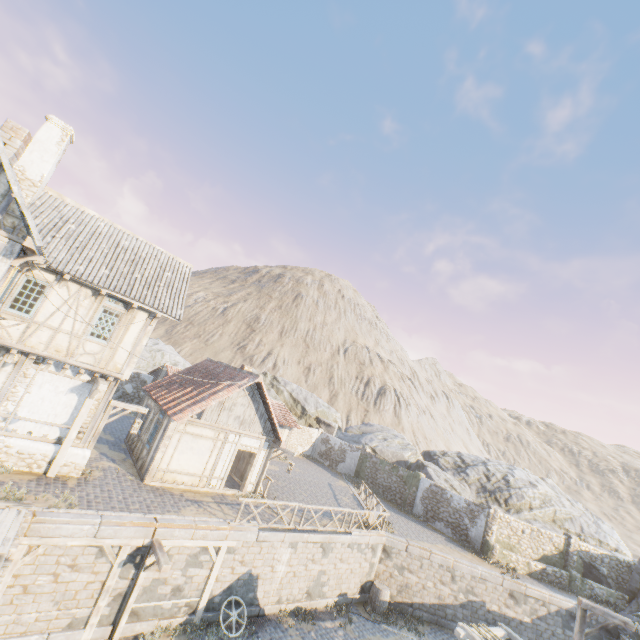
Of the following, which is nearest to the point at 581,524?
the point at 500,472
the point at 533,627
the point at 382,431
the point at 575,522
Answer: the point at 575,522

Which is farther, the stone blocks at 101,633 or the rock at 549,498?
the rock at 549,498

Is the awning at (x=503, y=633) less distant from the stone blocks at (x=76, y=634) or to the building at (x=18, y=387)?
the stone blocks at (x=76, y=634)

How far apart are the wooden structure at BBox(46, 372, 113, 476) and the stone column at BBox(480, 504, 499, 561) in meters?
24.6

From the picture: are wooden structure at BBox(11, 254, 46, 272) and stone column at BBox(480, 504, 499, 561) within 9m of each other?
no

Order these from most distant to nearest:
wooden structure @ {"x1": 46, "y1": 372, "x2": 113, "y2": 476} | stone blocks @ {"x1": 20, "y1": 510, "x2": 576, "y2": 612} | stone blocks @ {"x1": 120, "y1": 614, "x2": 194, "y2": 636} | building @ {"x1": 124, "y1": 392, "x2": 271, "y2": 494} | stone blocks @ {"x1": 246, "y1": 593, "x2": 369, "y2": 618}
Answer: building @ {"x1": 124, "y1": 392, "x2": 271, "y2": 494}
stone blocks @ {"x1": 246, "y1": 593, "x2": 369, "y2": 618}
wooden structure @ {"x1": 46, "y1": 372, "x2": 113, "y2": 476}
stone blocks @ {"x1": 120, "y1": 614, "x2": 194, "y2": 636}
stone blocks @ {"x1": 20, "y1": 510, "x2": 576, "y2": 612}

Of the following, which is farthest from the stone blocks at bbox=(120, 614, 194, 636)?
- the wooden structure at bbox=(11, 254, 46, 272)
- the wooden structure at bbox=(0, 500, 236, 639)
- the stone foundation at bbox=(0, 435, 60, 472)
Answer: the wooden structure at bbox=(11, 254, 46, 272)

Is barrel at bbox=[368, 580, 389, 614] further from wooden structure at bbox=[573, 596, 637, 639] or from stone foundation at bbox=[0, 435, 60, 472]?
stone foundation at bbox=[0, 435, 60, 472]
